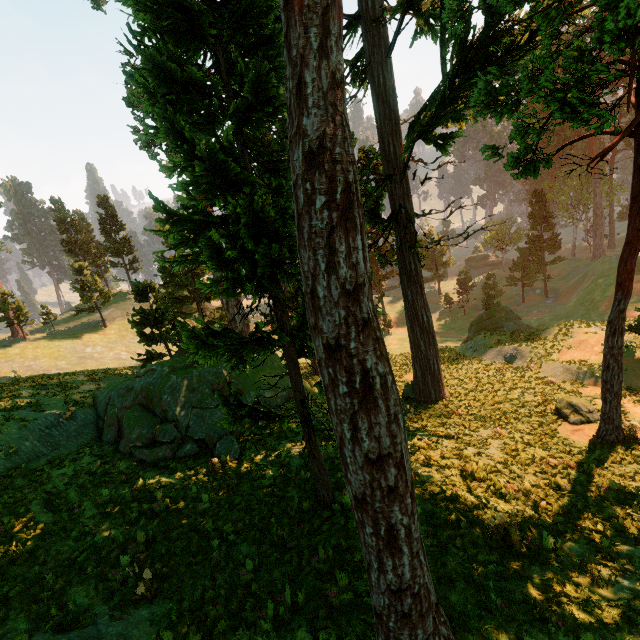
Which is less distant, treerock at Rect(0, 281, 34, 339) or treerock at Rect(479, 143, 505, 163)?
treerock at Rect(479, 143, 505, 163)

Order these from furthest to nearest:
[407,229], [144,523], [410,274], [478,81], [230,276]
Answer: [410,274] → [407,229] → [478,81] → [144,523] → [230,276]

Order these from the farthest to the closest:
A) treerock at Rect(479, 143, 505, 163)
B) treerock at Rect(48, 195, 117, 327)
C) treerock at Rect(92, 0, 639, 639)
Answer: treerock at Rect(48, 195, 117, 327), treerock at Rect(479, 143, 505, 163), treerock at Rect(92, 0, 639, 639)

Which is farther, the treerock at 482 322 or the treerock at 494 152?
the treerock at 482 322

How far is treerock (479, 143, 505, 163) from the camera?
10.59m
